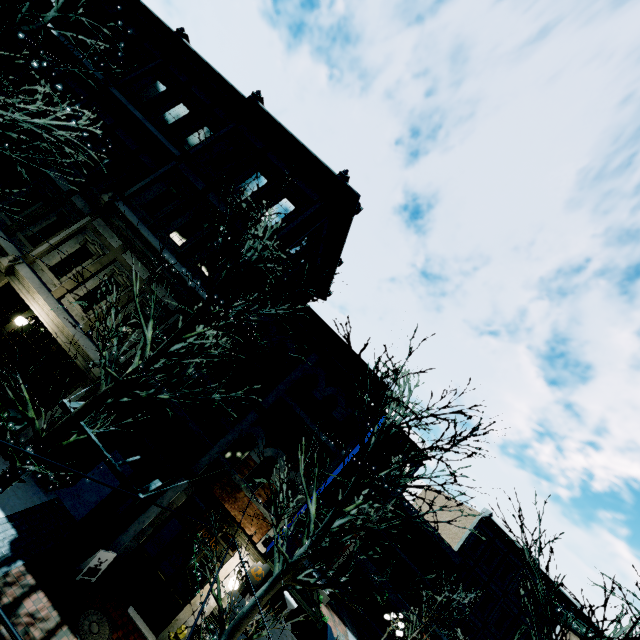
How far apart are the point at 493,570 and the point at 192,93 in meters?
40.3 m

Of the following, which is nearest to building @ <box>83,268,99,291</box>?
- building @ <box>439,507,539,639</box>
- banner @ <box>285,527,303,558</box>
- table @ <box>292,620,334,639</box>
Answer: banner @ <box>285,527,303,558</box>

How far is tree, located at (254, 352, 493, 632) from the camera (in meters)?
6.05

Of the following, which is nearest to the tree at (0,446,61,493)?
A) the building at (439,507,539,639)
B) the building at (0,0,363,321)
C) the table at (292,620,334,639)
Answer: the building at (0,0,363,321)

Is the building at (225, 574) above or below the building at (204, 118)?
below

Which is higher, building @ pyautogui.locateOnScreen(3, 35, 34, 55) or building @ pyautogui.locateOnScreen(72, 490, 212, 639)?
building @ pyautogui.locateOnScreen(3, 35, 34, 55)

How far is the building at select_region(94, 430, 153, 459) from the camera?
10.2 meters

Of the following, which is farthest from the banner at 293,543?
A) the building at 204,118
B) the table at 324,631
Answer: the table at 324,631
